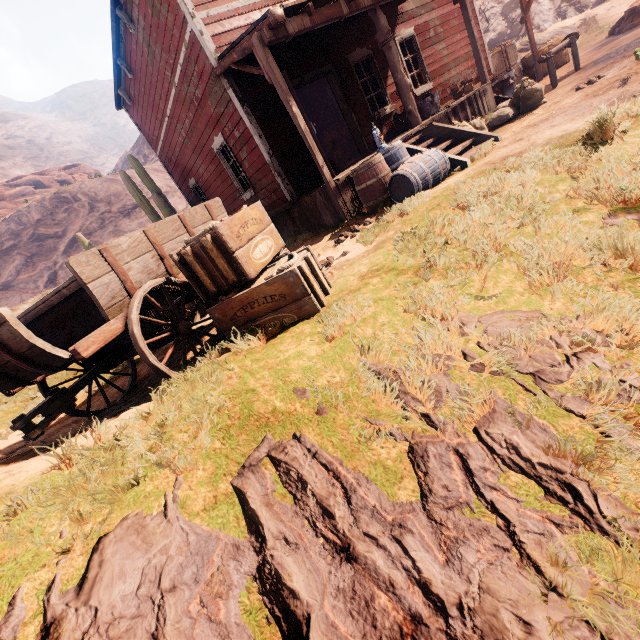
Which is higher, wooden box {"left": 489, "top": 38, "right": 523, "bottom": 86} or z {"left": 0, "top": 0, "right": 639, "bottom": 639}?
wooden box {"left": 489, "top": 38, "right": 523, "bottom": 86}

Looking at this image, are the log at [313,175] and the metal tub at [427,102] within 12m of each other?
yes

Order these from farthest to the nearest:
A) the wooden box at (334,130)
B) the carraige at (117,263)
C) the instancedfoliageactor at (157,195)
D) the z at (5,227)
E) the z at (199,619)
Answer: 1. the z at (5,227)
2. the wooden box at (334,130)
3. the instancedfoliageactor at (157,195)
4. the carraige at (117,263)
5. the z at (199,619)

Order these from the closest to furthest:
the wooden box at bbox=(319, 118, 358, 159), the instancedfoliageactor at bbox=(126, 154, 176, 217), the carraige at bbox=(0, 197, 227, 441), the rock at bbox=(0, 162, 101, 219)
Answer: the carraige at bbox=(0, 197, 227, 441) → the instancedfoliageactor at bbox=(126, 154, 176, 217) → the wooden box at bbox=(319, 118, 358, 159) → the rock at bbox=(0, 162, 101, 219)

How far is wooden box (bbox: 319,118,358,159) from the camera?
15.6 meters

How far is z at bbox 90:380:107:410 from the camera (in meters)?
4.47

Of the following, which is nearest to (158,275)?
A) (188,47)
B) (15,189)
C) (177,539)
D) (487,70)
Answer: (177,539)

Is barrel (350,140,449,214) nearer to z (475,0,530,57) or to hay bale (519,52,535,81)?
z (475,0,530,57)
